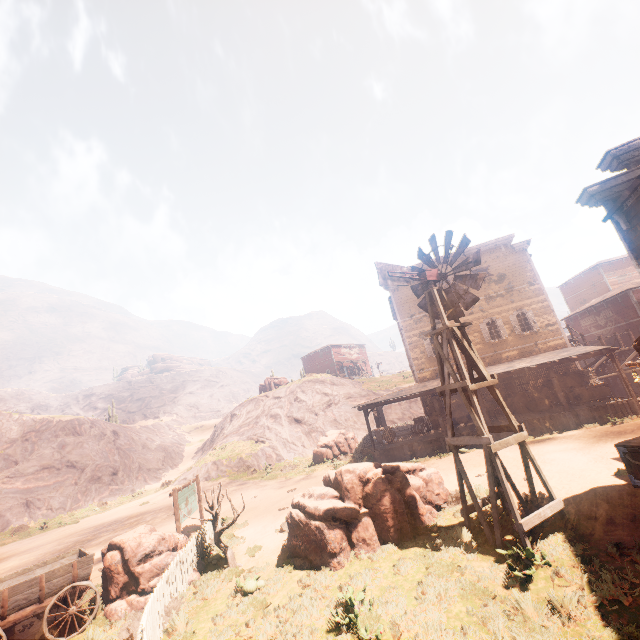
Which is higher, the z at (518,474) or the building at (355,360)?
the building at (355,360)

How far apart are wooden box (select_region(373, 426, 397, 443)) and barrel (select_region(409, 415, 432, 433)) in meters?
1.2

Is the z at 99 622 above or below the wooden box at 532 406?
below

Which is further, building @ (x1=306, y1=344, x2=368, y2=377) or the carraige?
building @ (x1=306, y1=344, x2=368, y2=377)

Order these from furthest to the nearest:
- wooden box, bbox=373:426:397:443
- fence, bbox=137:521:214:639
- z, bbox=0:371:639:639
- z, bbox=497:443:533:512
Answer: wooden box, bbox=373:426:397:443 → z, bbox=497:443:533:512 → fence, bbox=137:521:214:639 → z, bbox=0:371:639:639

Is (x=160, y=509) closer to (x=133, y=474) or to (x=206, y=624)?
(x=133, y=474)

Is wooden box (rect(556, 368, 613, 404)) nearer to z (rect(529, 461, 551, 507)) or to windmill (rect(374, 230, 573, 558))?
z (rect(529, 461, 551, 507))

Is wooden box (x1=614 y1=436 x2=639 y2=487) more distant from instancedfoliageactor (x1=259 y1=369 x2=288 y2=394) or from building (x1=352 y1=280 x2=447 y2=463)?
instancedfoliageactor (x1=259 y1=369 x2=288 y2=394)
